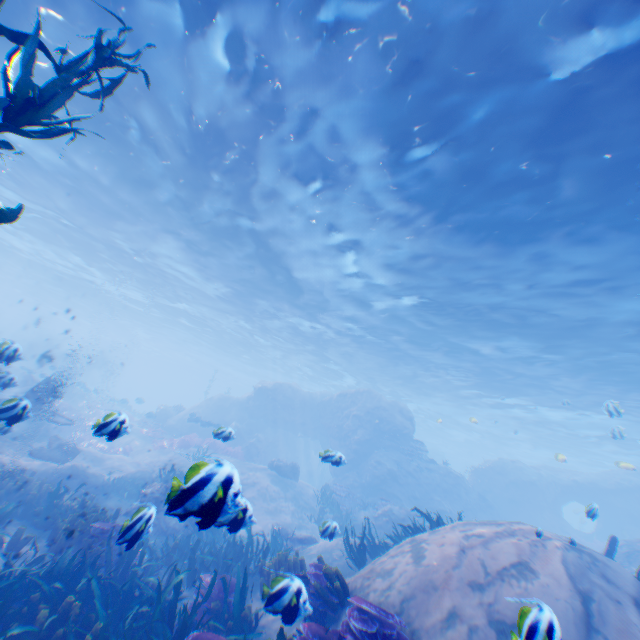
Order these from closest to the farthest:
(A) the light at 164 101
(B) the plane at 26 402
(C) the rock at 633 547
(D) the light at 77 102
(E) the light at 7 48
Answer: (B) the plane at 26 402 < (A) the light at 164 101 < (E) the light at 7 48 < (D) the light at 77 102 < (C) the rock at 633 547

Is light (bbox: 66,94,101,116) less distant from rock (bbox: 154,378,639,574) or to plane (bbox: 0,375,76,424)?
rock (bbox: 154,378,639,574)

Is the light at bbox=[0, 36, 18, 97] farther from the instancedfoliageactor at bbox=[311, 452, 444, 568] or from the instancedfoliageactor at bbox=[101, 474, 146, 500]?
the instancedfoliageactor at bbox=[101, 474, 146, 500]

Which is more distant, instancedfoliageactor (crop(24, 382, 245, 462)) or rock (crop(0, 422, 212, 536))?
instancedfoliageactor (crop(24, 382, 245, 462))

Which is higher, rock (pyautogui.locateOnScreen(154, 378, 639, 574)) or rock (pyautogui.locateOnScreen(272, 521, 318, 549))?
rock (pyautogui.locateOnScreen(154, 378, 639, 574))

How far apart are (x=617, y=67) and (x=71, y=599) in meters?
14.2 m

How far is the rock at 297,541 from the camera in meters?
11.9 m

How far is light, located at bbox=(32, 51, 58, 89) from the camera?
10.5m
